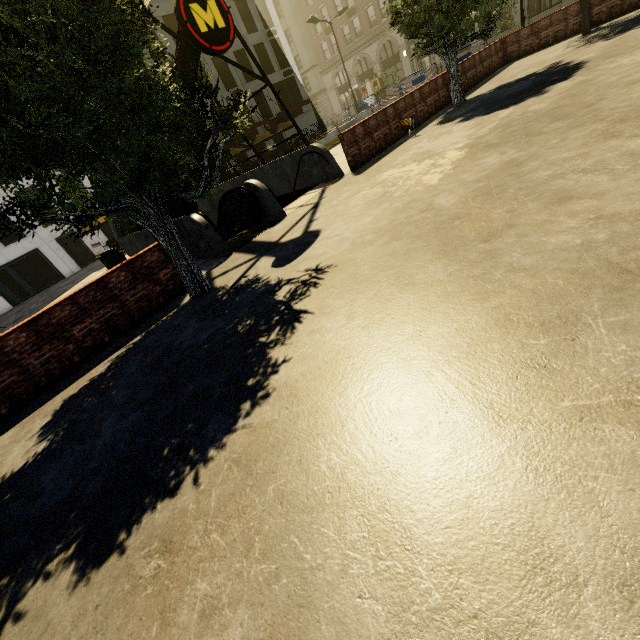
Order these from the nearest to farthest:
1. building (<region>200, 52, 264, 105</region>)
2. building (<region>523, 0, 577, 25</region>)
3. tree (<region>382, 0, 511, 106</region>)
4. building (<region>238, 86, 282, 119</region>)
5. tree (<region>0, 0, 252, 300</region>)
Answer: tree (<region>0, 0, 252, 300</region>) < tree (<region>382, 0, 511, 106</region>) < building (<region>523, 0, 577, 25</region>) < building (<region>200, 52, 264, 105</region>) < building (<region>238, 86, 282, 119</region>)

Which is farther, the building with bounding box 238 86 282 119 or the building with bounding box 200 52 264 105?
the building with bounding box 238 86 282 119

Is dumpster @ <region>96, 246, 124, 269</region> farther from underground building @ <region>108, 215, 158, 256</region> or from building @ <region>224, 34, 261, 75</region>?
building @ <region>224, 34, 261, 75</region>

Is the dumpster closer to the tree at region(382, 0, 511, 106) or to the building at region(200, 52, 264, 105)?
the tree at region(382, 0, 511, 106)

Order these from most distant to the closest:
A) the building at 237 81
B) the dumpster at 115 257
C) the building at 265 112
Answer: the building at 265 112, the building at 237 81, the dumpster at 115 257

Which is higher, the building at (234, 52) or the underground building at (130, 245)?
the building at (234, 52)

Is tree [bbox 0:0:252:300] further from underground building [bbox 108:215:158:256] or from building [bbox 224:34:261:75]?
building [bbox 224:34:261:75]

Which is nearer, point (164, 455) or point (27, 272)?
point (164, 455)
